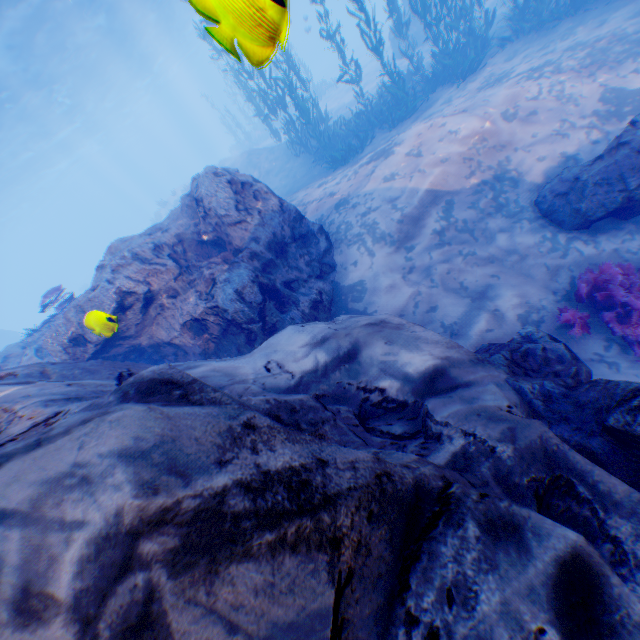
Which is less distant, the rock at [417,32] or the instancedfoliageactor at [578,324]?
the instancedfoliageactor at [578,324]

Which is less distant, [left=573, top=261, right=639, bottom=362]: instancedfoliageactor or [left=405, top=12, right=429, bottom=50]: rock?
[left=573, top=261, right=639, bottom=362]: instancedfoliageactor

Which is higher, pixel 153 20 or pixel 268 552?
pixel 153 20

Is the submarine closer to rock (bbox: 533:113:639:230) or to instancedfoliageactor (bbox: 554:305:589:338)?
instancedfoliageactor (bbox: 554:305:589:338)

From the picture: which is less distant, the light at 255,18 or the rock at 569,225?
the light at 255,18

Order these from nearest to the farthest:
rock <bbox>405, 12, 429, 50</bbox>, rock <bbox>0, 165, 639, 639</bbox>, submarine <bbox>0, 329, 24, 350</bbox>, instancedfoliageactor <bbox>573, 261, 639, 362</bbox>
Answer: rock <bbox>0, 165, 639, 639</bbox> → instancedfoliageactor <bbox>573, 261, 639, 362</bbox> → rock <bbox>405, 12, 429, 50</bbox> → submarine <bbox>0, 329, 24, 350</bbox>

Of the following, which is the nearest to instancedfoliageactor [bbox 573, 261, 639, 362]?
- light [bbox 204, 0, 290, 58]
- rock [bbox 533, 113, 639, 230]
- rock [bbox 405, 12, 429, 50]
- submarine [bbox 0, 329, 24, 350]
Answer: rock [bbox 405, 12, 429, 50]
